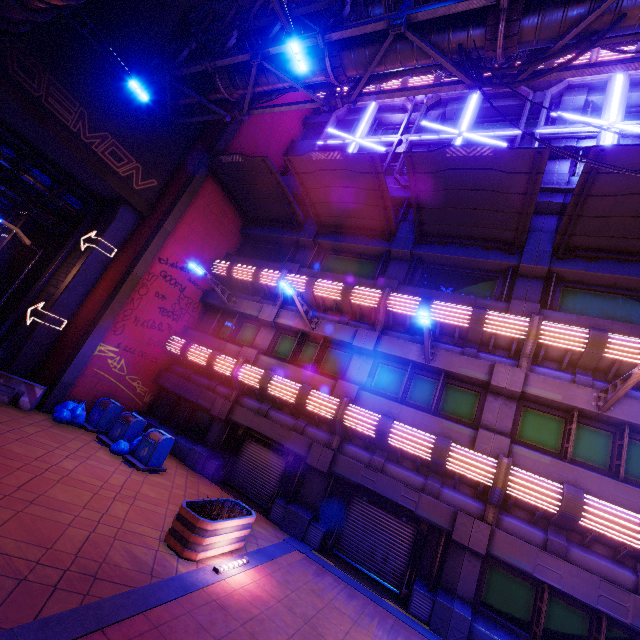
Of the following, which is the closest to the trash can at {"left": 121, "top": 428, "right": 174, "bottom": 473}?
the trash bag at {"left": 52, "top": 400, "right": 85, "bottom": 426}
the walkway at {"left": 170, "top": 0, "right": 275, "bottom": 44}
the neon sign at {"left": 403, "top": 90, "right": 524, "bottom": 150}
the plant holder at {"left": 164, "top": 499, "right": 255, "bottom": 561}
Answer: the trash bag at {"left": 52, "top": 400, "right": 85, "bottom": 426}

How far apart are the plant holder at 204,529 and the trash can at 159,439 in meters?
3.4

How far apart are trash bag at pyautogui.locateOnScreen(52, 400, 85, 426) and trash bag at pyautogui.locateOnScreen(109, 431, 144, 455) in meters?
1.9

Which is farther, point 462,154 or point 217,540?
point 462,154

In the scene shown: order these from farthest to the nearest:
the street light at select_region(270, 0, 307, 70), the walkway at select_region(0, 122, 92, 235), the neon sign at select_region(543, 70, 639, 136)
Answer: the walkway at select_region(0, 122, 92, 235) < the neon sign at select_region(543, 70, 639, 136) < the street light at select_region(270, 0, 307, 70)

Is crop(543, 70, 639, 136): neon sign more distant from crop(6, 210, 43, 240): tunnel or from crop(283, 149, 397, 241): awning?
crop(6, 210, 43, 240): tunnel

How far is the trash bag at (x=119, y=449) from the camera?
11.01m

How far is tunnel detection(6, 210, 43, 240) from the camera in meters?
18.7
